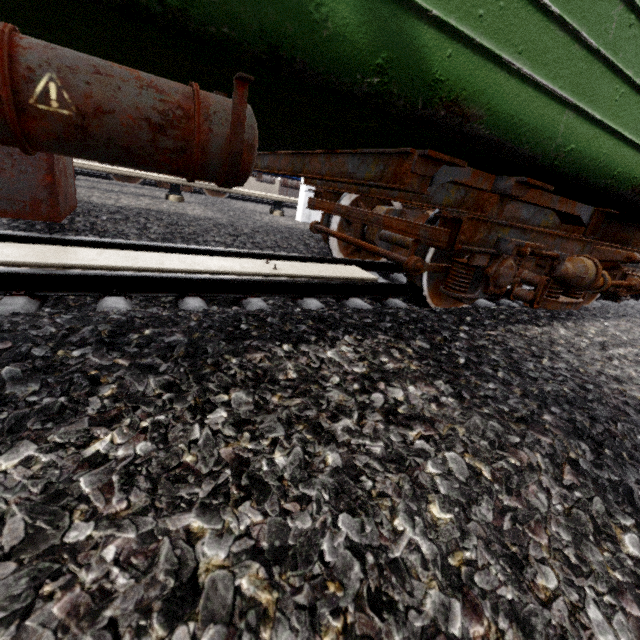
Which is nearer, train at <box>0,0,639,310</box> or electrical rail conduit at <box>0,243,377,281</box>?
train at <box>0,0,639,310</box>

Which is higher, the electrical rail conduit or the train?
the train

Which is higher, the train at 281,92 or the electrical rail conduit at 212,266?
the train at 281,92

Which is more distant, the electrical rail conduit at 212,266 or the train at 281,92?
the electrical rail conduit at 212,266

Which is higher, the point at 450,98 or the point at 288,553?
the point at 450,98
